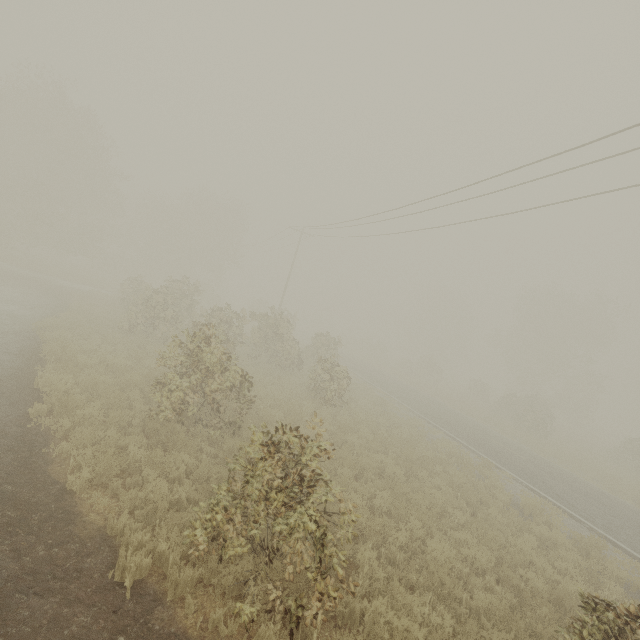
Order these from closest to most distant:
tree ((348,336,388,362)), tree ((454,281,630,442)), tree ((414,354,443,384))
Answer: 1. tree ((454,281,630,442))
2. tree ((414,354,443,384))
3. tree ((348,336,388,362))

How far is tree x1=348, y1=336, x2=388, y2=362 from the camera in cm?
5031

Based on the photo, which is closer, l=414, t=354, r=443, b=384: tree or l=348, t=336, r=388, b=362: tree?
l=414, t=354, r=443, b=384: tree

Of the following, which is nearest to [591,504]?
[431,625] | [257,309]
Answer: [431,625]

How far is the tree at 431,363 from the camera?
41.88m

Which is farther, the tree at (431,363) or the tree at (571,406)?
the tree at (431,363)
